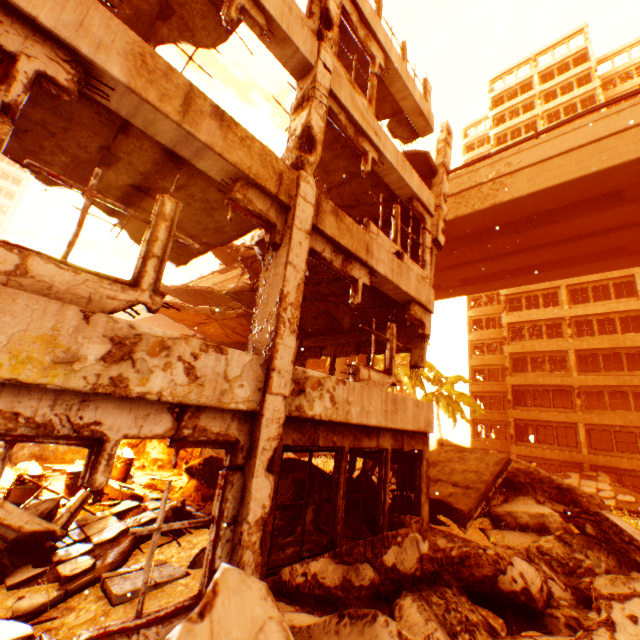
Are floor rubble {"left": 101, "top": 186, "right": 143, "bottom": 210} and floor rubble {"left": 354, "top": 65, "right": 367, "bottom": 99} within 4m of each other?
no

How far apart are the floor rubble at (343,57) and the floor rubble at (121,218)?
5.6 meters

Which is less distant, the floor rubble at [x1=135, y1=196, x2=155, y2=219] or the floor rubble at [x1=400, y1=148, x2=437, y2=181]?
the floor rubble at [x1=135, y1=196, x2=155, y2=219]

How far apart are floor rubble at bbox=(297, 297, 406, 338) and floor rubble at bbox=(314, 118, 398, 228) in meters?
2.5 m

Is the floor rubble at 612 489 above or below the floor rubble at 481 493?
below

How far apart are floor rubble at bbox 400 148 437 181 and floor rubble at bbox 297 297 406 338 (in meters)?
5.56

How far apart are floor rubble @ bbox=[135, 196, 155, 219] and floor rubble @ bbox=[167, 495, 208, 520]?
5.4m

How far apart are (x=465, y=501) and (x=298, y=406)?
6.7 meters
